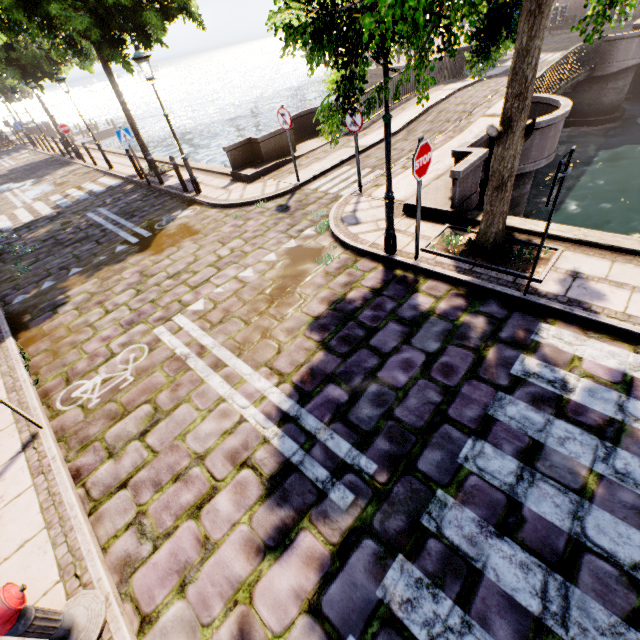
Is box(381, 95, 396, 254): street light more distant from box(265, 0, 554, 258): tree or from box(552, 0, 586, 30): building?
box(552, 0, 586, 30): building

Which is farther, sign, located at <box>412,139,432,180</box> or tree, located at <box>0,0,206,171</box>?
tree, located at <box>0,0,206,171</box>

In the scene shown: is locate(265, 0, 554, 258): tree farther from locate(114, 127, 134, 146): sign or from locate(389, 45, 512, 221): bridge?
locate(114, 127, 134, 146): sign

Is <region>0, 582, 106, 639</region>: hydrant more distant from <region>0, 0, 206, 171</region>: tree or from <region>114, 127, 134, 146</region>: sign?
<region>114, 127, 134, 146</region>: sign

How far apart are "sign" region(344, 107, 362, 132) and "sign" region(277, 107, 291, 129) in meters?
1.9

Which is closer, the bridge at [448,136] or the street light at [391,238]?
the street light at [391,238]

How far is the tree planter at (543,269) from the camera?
4.8 meters

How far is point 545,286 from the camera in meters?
4.8 m
